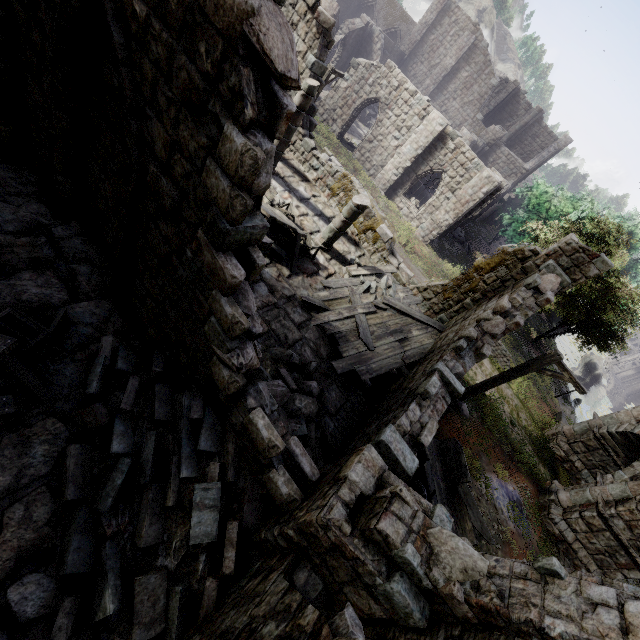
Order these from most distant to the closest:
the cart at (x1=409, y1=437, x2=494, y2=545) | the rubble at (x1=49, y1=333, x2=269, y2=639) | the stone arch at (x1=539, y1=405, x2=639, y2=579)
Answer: the stone arch at (x1=539, y1=405, x2=639, y2=579) → the cart at (x1=409, y1=437, x2=494, y2=545) → the rubble at (x1=49, y1=333, x2=269, y2=639)

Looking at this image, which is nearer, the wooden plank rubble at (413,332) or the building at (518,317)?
the building at (518,317)

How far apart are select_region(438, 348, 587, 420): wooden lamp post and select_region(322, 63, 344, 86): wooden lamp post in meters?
14.1

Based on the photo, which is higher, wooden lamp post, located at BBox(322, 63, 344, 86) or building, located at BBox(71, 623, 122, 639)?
wooden lamp post, located at BBox(322, 63, 344, 86)

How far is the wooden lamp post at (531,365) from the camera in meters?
9.7

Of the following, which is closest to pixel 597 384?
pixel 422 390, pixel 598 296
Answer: pixel 598 296

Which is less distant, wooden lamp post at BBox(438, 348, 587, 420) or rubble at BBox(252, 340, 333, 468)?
rubble at BBox(252, 340, 333, 468)

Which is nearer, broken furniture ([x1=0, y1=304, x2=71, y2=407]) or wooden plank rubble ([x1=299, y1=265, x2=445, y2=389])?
broken furniture ([x1=0, y1=304, x2=71, y2=407])
